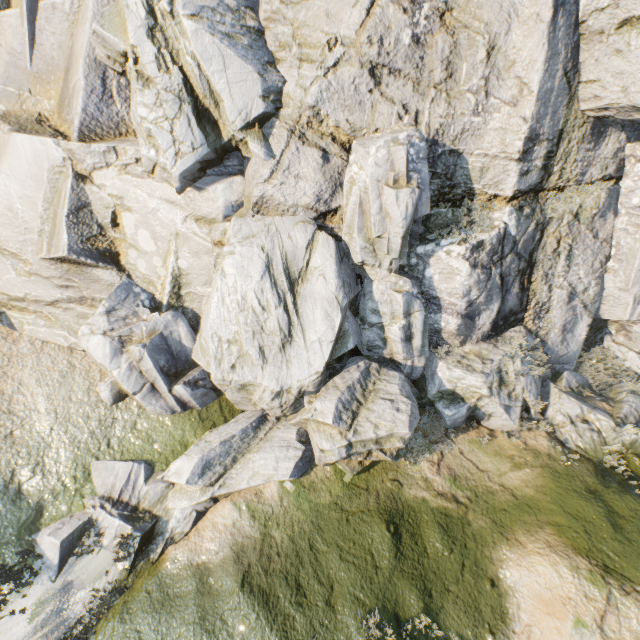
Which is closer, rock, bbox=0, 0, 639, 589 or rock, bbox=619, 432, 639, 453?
rock, bbox=0, 0, 639, 589

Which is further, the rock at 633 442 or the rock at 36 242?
the rock at 633 442

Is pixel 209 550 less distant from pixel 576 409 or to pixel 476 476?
pixel 476 476
